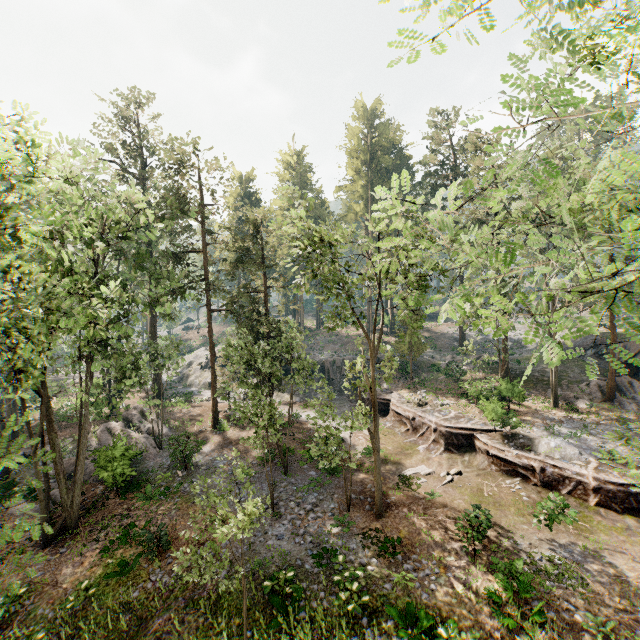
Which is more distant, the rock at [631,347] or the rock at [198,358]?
the rock at [198,358]

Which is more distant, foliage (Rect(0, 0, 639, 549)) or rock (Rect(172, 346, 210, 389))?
rock (Rect(172, 346, 210, 389))

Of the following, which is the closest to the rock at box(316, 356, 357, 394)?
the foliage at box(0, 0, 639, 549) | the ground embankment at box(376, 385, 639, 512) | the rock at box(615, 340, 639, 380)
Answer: the ground embankment at box(376, 385, 639, 512)

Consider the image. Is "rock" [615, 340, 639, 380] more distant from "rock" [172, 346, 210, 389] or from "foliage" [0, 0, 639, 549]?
"rock" [172, 346, 210, 389]

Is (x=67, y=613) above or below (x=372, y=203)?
below

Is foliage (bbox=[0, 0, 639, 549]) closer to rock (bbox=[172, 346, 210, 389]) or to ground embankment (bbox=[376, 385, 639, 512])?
ground embankment (bbox=[376, 385, 639, 512])

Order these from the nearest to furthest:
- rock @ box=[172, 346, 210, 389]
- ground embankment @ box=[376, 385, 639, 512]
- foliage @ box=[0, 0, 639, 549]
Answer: foliage @ box=[0, 0, 639, 549]
ground embankment @ box=[376, 385, 639, 512]
rock @ box=[172, 346, 210, 389]

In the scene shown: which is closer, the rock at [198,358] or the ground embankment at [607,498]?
the ground embankment at [607,498]
